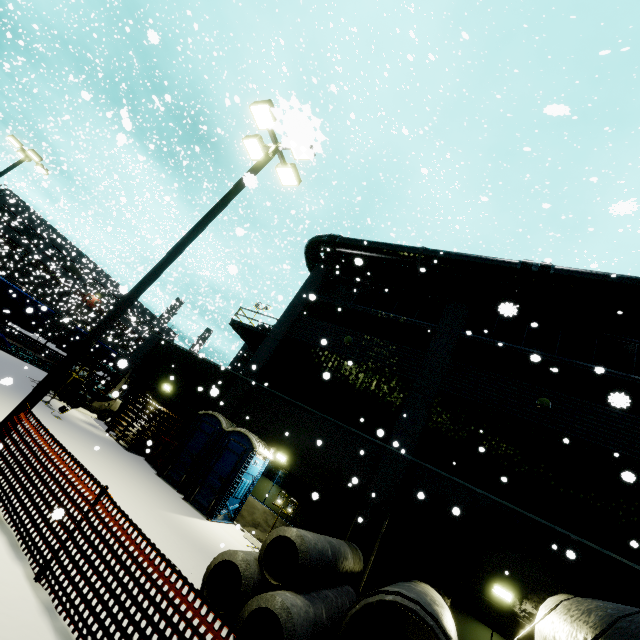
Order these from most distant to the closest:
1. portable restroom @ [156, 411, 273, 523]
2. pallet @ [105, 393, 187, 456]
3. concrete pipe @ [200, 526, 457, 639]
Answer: pallet @ [105, 393, 187, 456], portable restroom @ [156, 411, 273, 523], concrete pipe @ [200, 526, 457, 639]

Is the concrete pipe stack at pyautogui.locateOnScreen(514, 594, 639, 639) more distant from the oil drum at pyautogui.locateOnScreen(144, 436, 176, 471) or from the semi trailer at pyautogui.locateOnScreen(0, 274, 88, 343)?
the semi trailer at pyautogui.locateOnScreen(0, 274, 88, 343)

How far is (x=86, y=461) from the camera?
9.1m

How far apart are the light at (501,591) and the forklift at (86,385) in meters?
17.0

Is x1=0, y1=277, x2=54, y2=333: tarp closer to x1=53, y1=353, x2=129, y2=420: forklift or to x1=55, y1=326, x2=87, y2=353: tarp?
x1=55, y1=326, x2=87, y2=353: tarp

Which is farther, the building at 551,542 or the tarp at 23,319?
the tarp at 23,319

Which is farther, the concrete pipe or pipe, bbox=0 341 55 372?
pipe, bbox=0 341 55 372

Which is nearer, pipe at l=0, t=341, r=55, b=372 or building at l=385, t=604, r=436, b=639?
building at l=385, t=604, r=436, b=639
